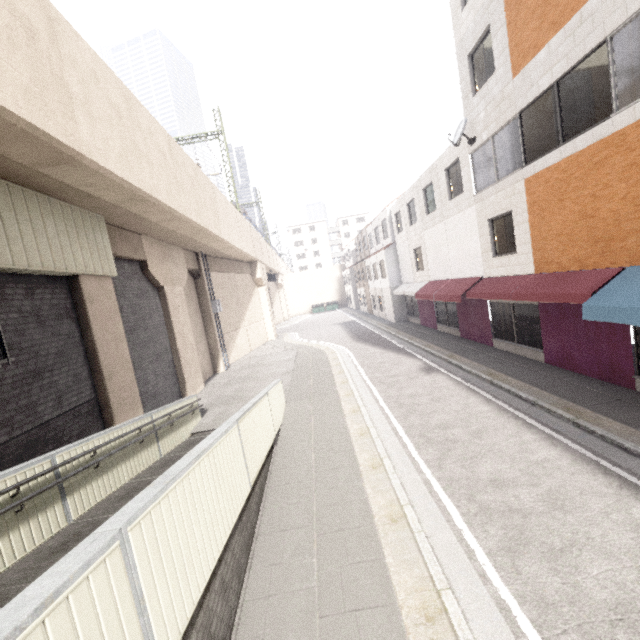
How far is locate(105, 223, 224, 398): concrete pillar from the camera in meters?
11.5

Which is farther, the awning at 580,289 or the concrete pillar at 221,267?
the concrete pillar at 221,267

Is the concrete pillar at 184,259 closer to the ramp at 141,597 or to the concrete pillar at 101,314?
the concrete pillar at 101,314

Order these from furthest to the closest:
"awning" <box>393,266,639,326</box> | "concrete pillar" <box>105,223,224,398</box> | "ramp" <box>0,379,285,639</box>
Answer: "concrete pillar" <box>105,223,224,398</box> → "awning" <box>393,266,639,326</box> → "ramp" <box>0,379,285,639</box>

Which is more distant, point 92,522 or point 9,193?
point 9,193

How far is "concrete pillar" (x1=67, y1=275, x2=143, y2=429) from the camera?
8.3 meters

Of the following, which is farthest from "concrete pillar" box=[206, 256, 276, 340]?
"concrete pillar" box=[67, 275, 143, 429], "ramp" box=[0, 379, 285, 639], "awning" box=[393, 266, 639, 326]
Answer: "awning" box=[393, 266, 639, 326]
